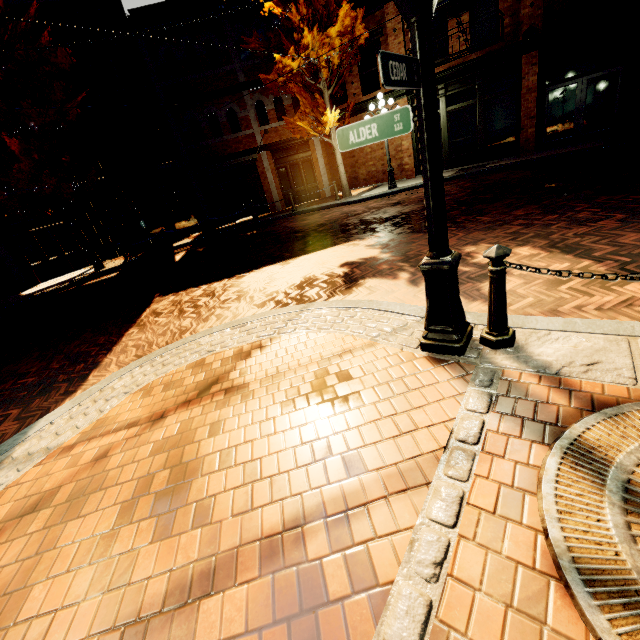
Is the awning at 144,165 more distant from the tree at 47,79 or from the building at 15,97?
the tree at 47,79

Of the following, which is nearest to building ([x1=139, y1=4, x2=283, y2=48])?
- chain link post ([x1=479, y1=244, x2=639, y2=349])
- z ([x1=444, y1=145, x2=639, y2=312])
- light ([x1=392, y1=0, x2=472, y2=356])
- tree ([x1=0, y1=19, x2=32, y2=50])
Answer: tree ([x1=0, y1=19, x2=32, y2=50])

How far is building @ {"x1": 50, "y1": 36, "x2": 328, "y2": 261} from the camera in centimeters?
1495cm

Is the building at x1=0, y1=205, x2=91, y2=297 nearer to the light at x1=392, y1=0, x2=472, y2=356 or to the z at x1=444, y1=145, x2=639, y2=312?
the z at x1=444, y1=145, x2=639, y2=312

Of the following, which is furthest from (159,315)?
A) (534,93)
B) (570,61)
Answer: (570,61)

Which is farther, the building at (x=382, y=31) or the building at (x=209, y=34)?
the building at (x=209, y=34)

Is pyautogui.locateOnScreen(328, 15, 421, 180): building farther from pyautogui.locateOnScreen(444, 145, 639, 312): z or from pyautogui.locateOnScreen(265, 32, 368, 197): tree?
pyautogui.locateOnScreen(444, 145, 639, 312): z
